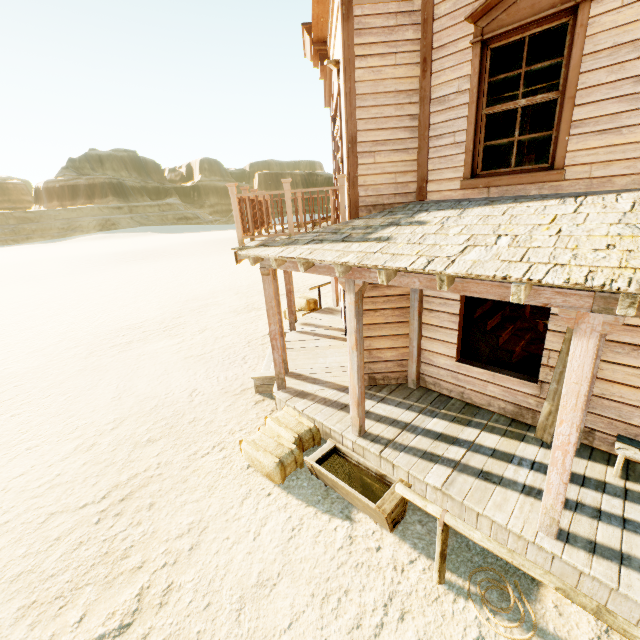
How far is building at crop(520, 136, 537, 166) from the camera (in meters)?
8.76

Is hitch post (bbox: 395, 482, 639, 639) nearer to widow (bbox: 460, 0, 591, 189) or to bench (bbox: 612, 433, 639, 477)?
bench (bbox: 612, 433, 639, 477)

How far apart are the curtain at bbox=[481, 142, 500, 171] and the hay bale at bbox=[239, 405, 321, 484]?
4.77m

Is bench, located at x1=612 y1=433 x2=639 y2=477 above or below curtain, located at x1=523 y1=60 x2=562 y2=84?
below

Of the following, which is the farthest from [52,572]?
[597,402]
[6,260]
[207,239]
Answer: [6,260]

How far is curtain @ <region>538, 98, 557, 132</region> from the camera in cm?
410

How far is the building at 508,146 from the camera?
13.1 meters

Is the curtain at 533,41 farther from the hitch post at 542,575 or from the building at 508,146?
the hitch post at 542,575
